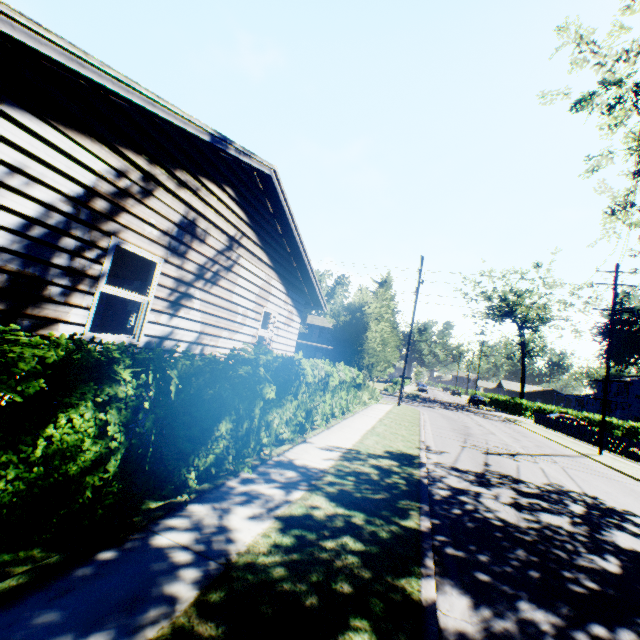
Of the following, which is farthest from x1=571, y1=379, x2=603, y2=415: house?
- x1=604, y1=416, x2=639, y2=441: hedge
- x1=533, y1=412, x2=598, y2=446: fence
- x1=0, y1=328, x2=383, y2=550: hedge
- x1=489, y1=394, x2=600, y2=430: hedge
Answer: x1=0, y1=328, x2=383, y2=550: hedge

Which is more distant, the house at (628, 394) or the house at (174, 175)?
the house at (628, 394)

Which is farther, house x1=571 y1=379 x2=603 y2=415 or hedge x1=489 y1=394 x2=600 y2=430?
house x1=571 y1=379 x2=603 y2=415

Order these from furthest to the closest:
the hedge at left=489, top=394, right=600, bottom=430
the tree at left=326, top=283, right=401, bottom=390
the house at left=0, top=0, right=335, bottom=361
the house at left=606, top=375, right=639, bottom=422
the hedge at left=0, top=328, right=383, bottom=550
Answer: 1. the house at left=606, top=375, right=639, bottom=422
2. the hedge at left=489, top=394, right=600, bottom=430
3. the tree at left=326, top=283, right=401, bottom=390
4. the house at left=0, top=0, right=335, bottom=361
5. the hedge at left=0, top=328, right=383, bottom=550

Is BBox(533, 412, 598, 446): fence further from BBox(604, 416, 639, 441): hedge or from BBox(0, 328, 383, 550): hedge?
BBox(0, 328, 383, 550): hedge

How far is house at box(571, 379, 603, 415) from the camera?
53.10m

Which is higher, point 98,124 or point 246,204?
point 246,204

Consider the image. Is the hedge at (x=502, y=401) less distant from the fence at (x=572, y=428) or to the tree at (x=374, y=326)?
the fence at (x=572, y=428)
